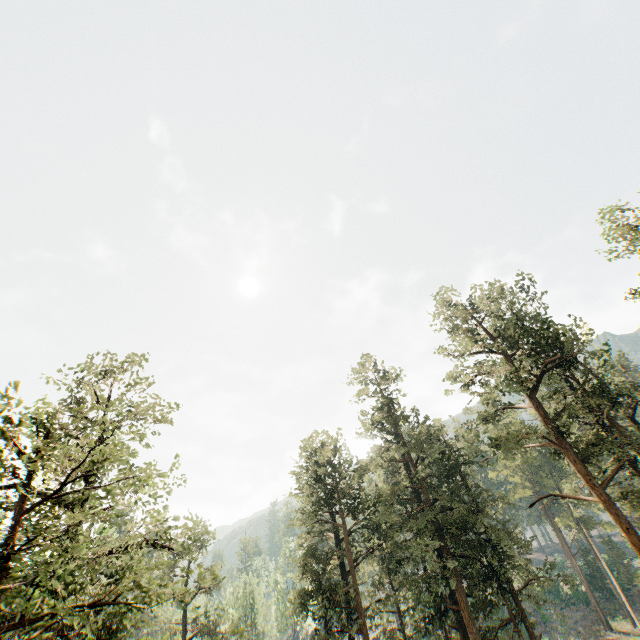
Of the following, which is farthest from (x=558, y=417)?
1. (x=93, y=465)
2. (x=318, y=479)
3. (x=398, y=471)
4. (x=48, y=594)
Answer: (x=48, y=594)
